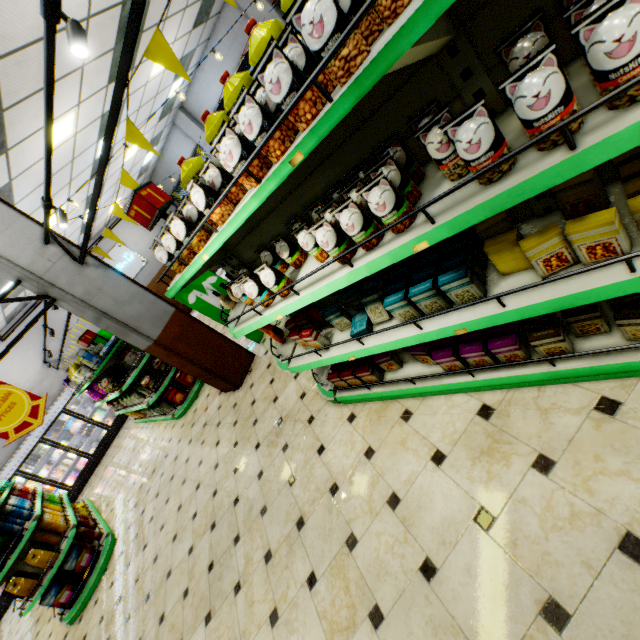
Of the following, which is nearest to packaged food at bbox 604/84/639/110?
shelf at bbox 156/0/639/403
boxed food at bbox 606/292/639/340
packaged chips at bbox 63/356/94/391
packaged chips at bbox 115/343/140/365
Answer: shelf at bbox 156/0/639/403

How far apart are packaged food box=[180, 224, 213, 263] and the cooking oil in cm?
92

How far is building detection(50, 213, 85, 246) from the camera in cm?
904

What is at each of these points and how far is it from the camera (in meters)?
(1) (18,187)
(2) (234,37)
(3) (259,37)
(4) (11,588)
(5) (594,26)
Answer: (1) building, 6.34
(2) building, 9.98
(3) frying oil, 1.67
(4) packaged coffee, 4.90
(5) packaged food, 0.83

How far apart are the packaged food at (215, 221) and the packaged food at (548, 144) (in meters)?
0.49

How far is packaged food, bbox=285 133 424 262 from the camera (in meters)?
1.38

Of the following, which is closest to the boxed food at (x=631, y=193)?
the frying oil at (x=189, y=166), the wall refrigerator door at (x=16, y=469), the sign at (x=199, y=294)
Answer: the frying oil at (x=189, y=166)

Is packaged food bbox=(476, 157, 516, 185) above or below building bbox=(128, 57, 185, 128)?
below
